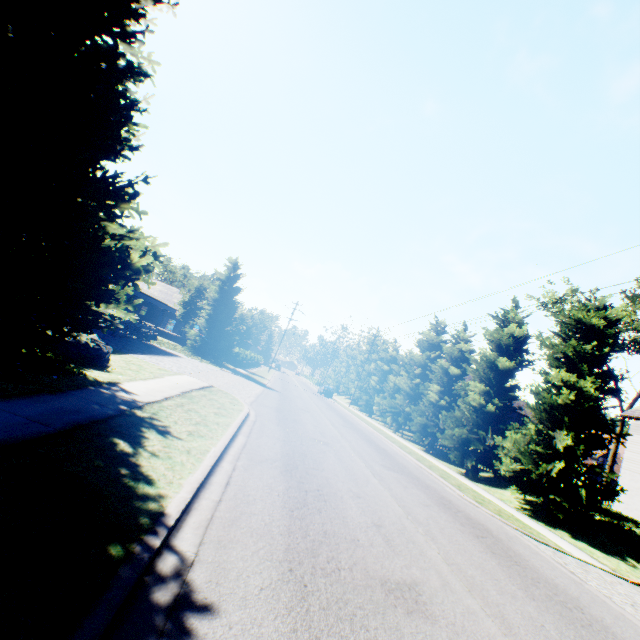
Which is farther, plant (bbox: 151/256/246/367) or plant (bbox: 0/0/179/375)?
plant (bbox: 151/256/246/367)

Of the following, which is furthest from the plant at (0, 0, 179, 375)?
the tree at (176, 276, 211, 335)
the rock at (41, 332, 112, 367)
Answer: the tree at (176, 276, 211, 335)

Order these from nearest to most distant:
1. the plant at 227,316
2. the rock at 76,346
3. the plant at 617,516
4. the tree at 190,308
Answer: the rock at 76,346 < the plant at 617,516 < the plant at 227,316 < the tree at 190,308

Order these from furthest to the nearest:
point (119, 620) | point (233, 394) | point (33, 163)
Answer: point (233, 394), point (33, 163), point (119, 620)

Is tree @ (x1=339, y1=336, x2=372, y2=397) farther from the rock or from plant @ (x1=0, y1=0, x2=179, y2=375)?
the rock

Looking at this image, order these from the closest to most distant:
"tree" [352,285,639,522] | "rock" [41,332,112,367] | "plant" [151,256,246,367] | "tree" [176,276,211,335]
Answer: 1. "rock" [41,332,112,367]
2. "tree" [352,285,639,522]
3. "plant" [151,256,246,367]
4. "tree" [176,276,211,335]

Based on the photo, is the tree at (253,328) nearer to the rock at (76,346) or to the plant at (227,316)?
the plant at (227,316)

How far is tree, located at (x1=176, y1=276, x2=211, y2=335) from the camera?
35.4 meters
